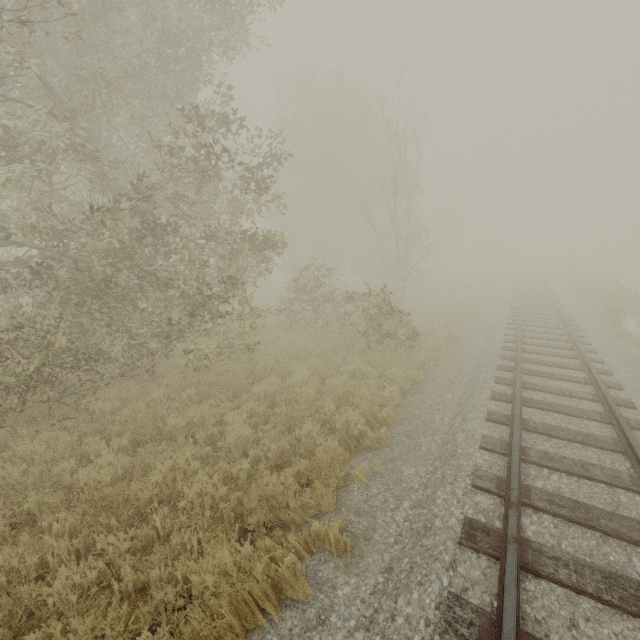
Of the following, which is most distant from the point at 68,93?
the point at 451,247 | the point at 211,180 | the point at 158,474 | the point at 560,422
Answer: the point at 451,247
